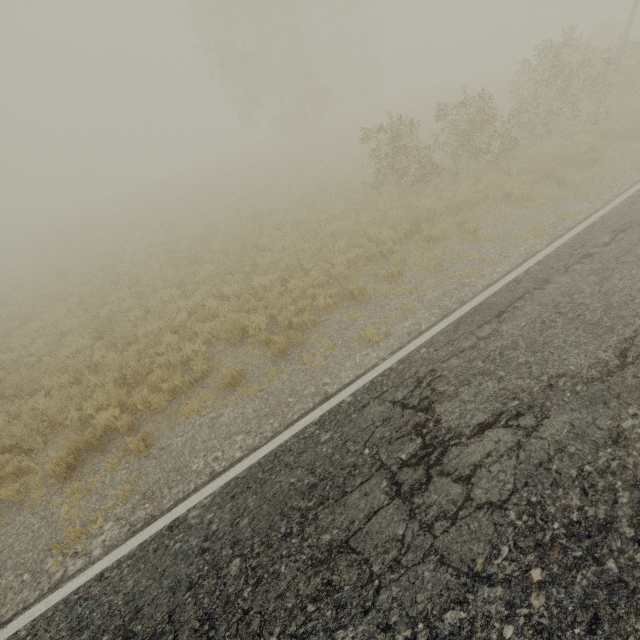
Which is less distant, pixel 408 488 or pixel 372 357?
pixel 408 488
